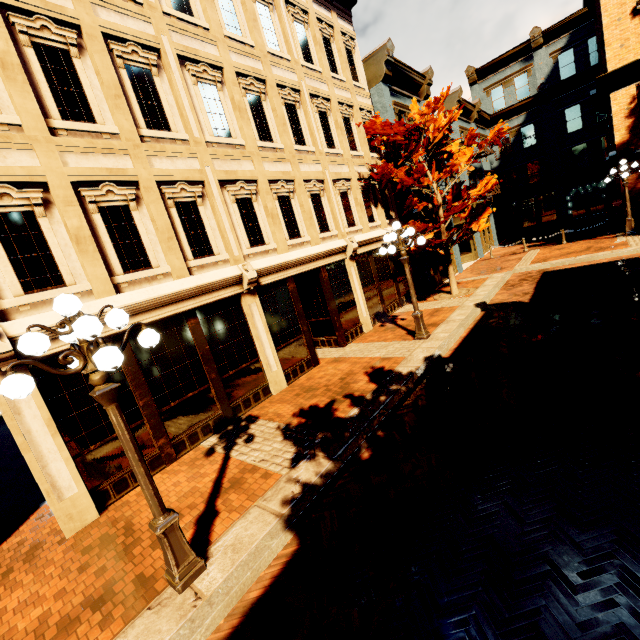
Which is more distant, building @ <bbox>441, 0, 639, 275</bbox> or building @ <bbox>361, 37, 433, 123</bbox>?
building @ <bbox>441, 0, 639, 275</bbox>

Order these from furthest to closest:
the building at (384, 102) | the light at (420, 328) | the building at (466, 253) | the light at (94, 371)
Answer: the building at (466, 253) < the building at (384, 102) < the light at (420, 328) < the light at (94, 371)

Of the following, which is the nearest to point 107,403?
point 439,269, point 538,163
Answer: point 439,269

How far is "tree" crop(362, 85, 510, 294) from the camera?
11.8m

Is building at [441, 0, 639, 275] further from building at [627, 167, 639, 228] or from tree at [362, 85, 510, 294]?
building at [627, 167, 639, 228]

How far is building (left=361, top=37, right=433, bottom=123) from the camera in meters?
14.2

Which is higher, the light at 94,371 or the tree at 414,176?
the tree at 414,176

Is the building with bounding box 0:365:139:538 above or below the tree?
below
